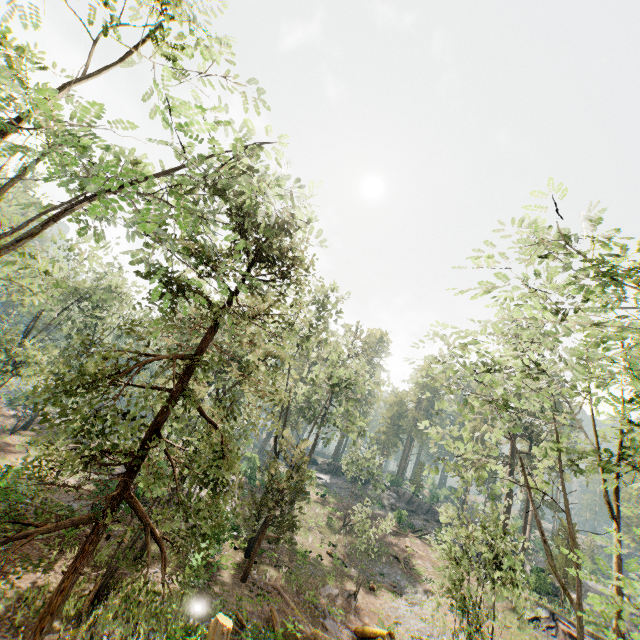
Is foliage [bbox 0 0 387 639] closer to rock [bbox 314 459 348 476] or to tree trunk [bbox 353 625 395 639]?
rock [bbox 314 459 348 476]

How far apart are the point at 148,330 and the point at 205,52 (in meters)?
6.72

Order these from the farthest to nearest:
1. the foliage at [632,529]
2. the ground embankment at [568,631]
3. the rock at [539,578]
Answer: the rock at [539,578] → the ground embankment at [568,631] → the foliage at [632,529]

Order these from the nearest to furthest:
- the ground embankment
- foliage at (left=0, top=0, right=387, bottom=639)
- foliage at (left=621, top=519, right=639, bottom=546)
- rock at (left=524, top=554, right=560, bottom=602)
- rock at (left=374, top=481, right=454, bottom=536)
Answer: foliage at (left=621, top=519, right=639, bottom=546)
foliage at (left=0, top=0, right=387, bottom=639)
the ground embankment
rock at (left=524, top=554, right=560, bottom=602)
rock at (left=374, top=481, right=454, bottom=536)

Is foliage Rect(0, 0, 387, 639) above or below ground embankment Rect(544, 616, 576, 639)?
above

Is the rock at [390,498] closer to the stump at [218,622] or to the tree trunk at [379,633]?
the tree trunk at [379,633]

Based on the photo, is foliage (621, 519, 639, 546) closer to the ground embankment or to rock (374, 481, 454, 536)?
rock (374, 481, 454, 536)

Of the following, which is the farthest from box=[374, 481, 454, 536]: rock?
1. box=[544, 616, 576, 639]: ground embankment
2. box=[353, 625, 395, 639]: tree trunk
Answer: box=[353, 625, 395, 639]: tree trunk
